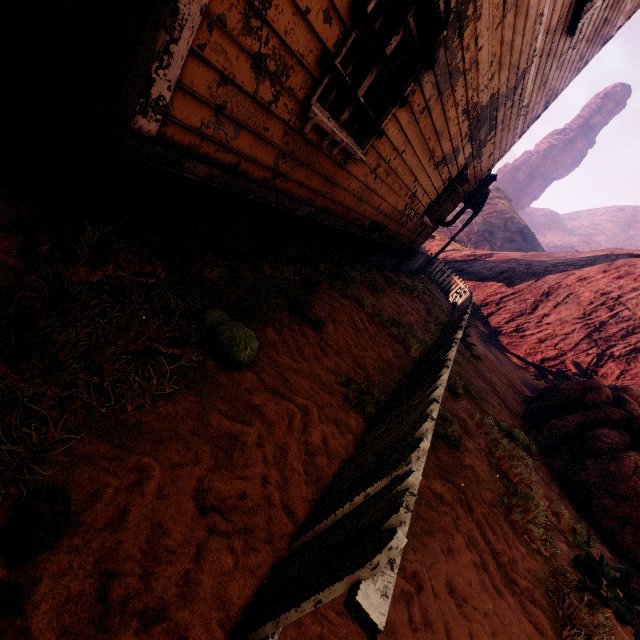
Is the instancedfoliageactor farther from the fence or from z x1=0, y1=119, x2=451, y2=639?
the fence

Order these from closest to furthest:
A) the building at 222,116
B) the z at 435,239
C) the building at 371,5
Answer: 1. the building at 222,116
2. the building at 371,5
3. the z at 435,239

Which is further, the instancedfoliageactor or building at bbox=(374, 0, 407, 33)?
the instancedfoliageactor

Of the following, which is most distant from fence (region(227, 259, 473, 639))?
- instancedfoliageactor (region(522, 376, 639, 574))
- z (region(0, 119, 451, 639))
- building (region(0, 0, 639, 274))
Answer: instancedfoliageactor (region(522, 376, 639, 574))

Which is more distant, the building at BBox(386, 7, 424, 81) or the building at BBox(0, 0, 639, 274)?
the building at BBox(386, 7, 424, 81)

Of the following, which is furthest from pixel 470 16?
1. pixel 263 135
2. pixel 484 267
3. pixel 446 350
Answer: pixel 484 267

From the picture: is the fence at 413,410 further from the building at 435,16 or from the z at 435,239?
the building at 435,16

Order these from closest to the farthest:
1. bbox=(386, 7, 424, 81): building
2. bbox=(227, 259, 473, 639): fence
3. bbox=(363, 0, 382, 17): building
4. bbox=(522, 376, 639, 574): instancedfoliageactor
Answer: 1. bbox=(227, 259, 473, 639): fence
2. bbox=(363, 0, 382, 17): building
3. bbox=(386, 7, 424, 81): building
4. bbox=(522, 376, 639, 574): instancedfoliageactor
